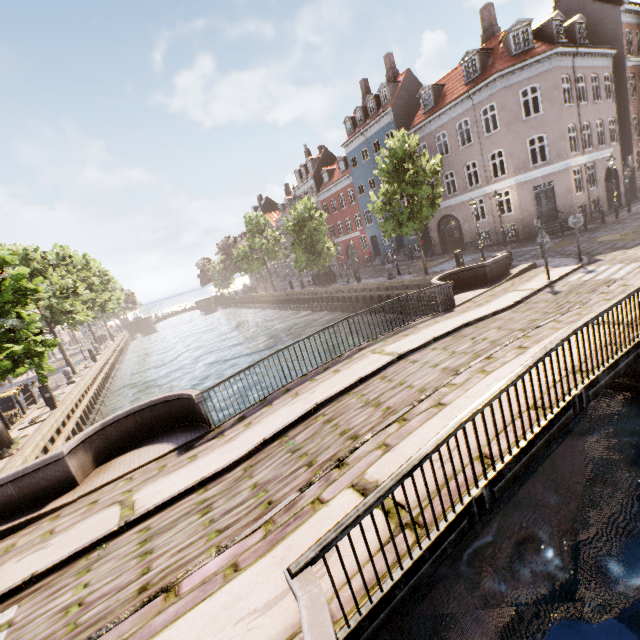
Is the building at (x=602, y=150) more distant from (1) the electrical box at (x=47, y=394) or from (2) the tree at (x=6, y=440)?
(1) the electrical box at (x=47, y=394)

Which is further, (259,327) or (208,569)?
(259,327)

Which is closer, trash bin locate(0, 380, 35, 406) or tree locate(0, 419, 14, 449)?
tree locate(0, 419, 14, 449)

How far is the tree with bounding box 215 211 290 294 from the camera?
42.28m

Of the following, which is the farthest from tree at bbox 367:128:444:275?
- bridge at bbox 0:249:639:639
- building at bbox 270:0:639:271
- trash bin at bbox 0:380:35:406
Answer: trash bin at bbox 0:380:35:406

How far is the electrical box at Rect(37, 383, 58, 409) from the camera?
15.31m

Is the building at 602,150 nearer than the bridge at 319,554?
No

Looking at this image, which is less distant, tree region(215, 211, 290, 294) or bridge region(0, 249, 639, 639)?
bridge region(0, 249, 639, 639)
